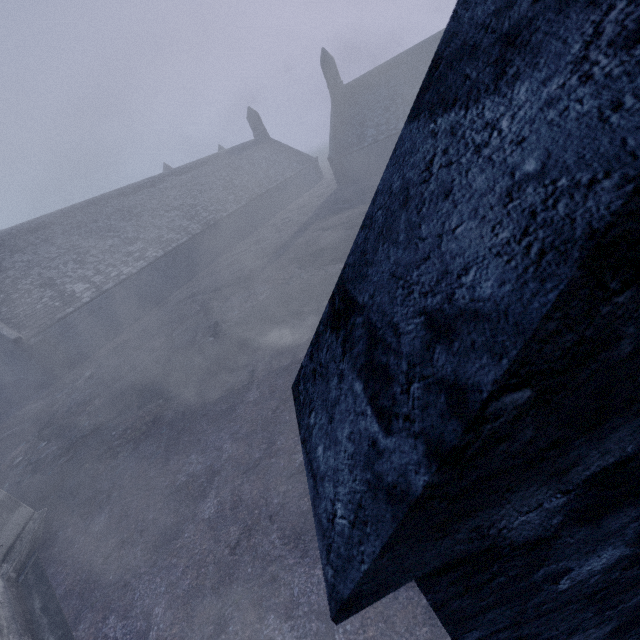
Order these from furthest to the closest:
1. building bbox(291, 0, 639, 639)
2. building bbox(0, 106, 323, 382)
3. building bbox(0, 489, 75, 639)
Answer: building bbox(0, 106, 323, 382)
building bbox(0, 489, 75, 639)
building bbox(291, 0, 639, 639)

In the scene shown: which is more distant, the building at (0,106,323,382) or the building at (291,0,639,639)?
the building at (0,106,323,382)

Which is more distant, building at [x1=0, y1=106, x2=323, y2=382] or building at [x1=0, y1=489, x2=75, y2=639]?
building at [x1=0, y1=106, x2=323, y2=382]

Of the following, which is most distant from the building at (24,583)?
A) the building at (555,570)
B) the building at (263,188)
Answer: the building at (263,188)

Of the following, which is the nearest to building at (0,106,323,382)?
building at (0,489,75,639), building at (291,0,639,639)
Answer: building at (291,0,639,639)

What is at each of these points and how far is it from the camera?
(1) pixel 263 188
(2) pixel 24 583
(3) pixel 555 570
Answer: (1) building, 38.4m
(2) building, 7.3m
(3) building, 0.8m

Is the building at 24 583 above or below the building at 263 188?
below
